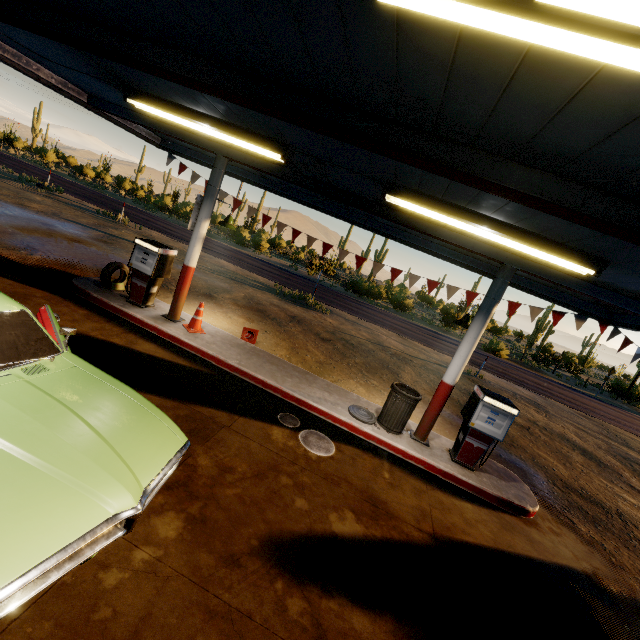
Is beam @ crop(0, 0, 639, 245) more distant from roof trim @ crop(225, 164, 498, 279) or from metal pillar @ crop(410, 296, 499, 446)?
metal pillar @ crop(410, 296, 499, 446)

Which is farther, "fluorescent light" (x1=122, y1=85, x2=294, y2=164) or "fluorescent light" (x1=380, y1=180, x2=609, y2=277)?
"fluorescent light" (x1=122, y1=85, x2=294, y2=164)

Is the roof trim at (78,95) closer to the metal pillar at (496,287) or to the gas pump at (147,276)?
the metal pillar at (496,287)

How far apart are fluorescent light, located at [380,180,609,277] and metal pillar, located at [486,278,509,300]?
1.4 meters

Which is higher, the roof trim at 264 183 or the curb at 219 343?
the roof trim at 264 183

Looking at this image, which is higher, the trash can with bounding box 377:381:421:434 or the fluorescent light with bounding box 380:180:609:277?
the fluorescent light with bounding box 380:180:609:277

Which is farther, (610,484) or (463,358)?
(610,484)

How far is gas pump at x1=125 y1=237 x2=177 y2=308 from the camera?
7.3m
